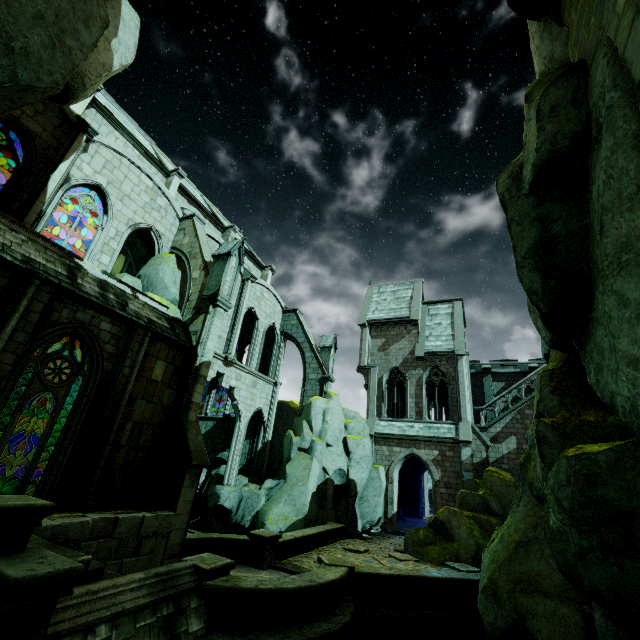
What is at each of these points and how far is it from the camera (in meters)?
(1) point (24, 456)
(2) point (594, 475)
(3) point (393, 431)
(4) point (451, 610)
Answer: (1) rock, 9.99
(2) rock, 3.62
(3) building, 24.19
(4) wall trim, 9.95

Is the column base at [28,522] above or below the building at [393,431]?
below

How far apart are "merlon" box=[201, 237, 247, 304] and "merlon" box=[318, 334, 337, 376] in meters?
11.0

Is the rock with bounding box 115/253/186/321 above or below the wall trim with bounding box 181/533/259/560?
above

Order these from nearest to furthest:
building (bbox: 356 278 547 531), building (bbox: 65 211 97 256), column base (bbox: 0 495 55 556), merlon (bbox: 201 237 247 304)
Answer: column base (bbox: 0 495 55 556)
merlon (bbox: 201 237 247 304)
building (bbox: 356 278 547 531)
building (bbox: 65 211 97 256)

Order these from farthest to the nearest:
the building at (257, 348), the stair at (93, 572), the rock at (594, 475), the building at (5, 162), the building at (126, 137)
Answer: the building at (257, 348) < the building at (5, 162) < the building at (126, 137) < the stair at (93, 572) < the rock at (594, 475)

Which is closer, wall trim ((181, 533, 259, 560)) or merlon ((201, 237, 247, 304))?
wall trim ((181, 533, 259, 560))

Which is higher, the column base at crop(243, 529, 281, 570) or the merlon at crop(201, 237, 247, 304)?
the merlon at crop(201, 237, 247, 304)
